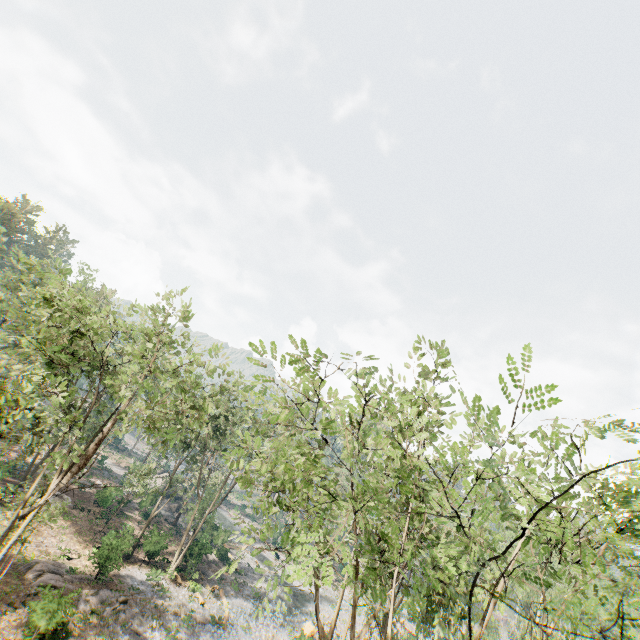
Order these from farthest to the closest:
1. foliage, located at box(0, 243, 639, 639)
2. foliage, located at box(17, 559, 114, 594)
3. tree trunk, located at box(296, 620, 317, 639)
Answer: tree trunk, located at box(296, 620, 317, 639)
foliage, located at box(17, 559, 114, 594)
foliage, located at box(0, 243, 639, 639)

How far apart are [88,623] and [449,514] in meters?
25.8

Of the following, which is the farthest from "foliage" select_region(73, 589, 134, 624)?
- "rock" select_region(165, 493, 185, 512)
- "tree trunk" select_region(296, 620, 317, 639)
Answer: "rock" select_region(165, 493, 185, 512)

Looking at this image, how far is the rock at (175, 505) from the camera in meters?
46.3

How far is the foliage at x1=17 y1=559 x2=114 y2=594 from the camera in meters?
20.8

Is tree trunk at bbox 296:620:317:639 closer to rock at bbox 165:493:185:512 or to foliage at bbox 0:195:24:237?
foliage at bbox 0:195:24:237

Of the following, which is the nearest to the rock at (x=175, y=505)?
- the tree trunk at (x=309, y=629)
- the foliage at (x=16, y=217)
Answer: the foliage at (x=16, y=217)
